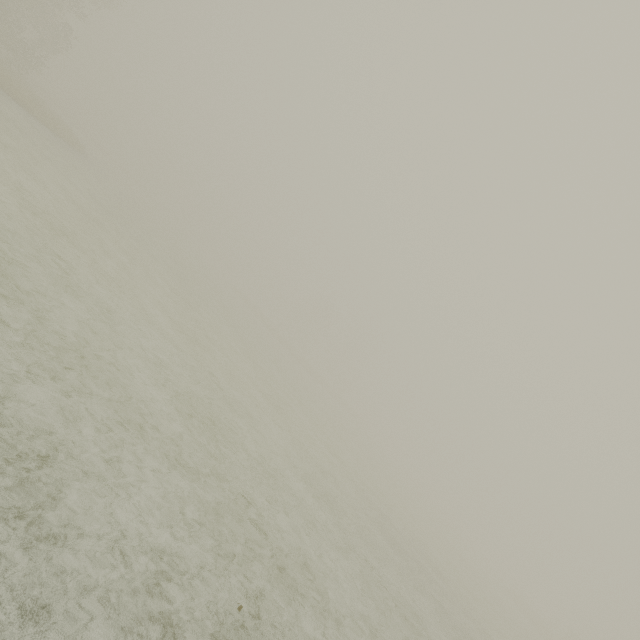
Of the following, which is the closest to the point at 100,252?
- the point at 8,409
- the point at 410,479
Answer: the point at 8,409
